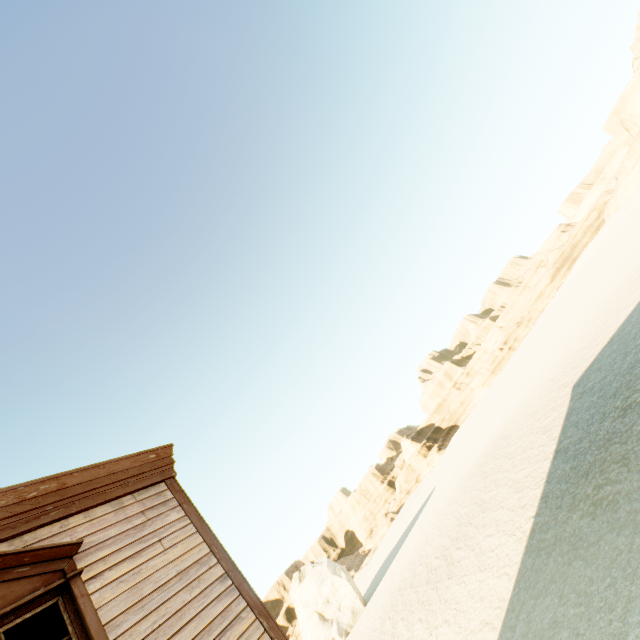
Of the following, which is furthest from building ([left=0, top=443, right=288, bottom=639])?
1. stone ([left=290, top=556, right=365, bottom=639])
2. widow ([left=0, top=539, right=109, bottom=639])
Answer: stone ([left=290, top=556, right=365, bottom=639])

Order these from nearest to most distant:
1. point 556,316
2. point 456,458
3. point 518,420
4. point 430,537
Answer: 1. point 518,420
2. point 430,537
3. point 456,458
4. point 556,316

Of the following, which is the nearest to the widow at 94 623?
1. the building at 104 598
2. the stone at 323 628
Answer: the building at 104 598

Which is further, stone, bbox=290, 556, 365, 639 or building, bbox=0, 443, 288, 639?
stone, bbox=290, 556, 365, 639

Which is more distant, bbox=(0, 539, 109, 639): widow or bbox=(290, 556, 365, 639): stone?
bbox=(290, 556, 365, 639): stone

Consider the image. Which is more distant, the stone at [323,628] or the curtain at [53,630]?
the stone at [323,628]

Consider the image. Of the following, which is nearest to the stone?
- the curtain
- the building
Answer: the building
